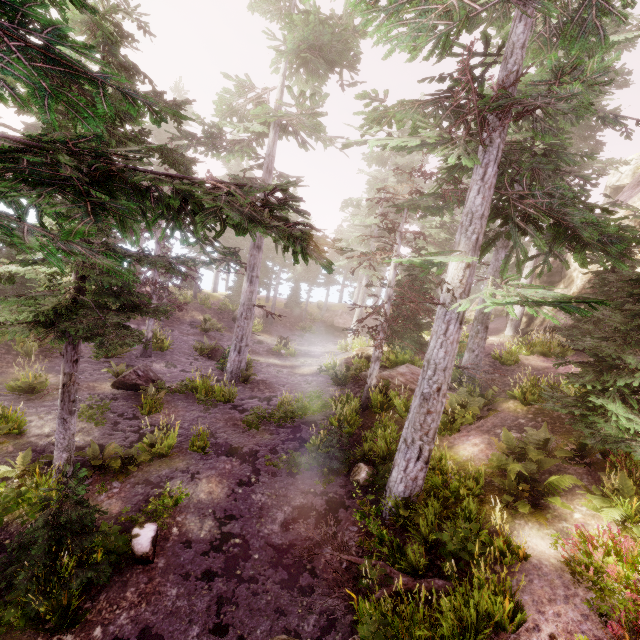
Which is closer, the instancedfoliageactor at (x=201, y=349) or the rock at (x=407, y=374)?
the rock at (x=407, y=374)

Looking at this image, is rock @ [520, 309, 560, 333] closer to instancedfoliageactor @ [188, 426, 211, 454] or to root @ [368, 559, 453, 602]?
instancedfoliageactor @ [188, 426, 211, 454]

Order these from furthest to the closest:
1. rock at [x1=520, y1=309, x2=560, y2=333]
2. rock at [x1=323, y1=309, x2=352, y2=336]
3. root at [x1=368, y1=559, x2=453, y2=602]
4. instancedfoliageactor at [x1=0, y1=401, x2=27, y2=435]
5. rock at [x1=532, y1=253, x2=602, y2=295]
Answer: rock at [x1=323, y1=309, x2=352, y2=336]
rock at [x1=520, y1=309, x2=560, y2=333]
rock at [x1=532, y1=253, x2=602, y2=295]
instancedfoliageactor at [x1=0, y1=401, x2=27, y2=435]
root at [x1=368, y1=559, x2=453, y2=602]

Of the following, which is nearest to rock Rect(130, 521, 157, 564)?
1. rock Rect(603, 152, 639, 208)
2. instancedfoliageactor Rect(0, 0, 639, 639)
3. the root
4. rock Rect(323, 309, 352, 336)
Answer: instancedfoliageactor Rect(0, 0, 639, 639)

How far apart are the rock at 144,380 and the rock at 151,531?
7.20m

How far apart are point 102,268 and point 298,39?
11.9 meters

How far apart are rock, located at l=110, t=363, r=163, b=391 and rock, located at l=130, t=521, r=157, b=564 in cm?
720

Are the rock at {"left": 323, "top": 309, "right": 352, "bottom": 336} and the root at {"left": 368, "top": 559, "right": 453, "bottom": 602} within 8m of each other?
no
